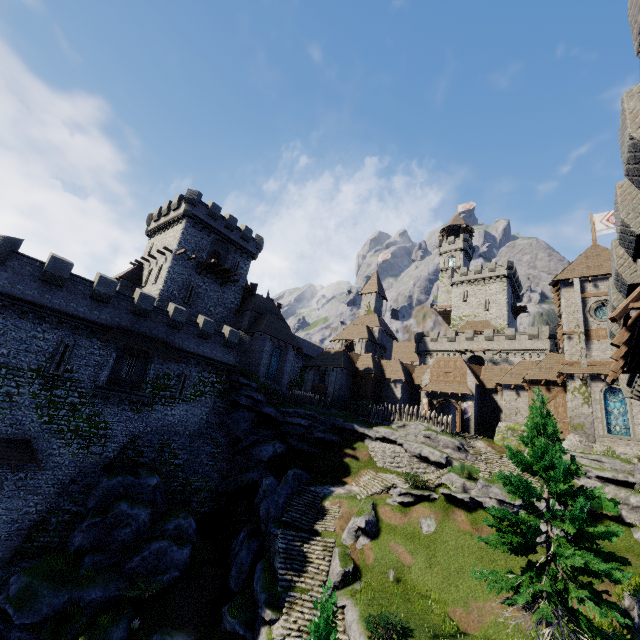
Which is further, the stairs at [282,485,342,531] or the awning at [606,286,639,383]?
the stairs at [282,485,342,531]

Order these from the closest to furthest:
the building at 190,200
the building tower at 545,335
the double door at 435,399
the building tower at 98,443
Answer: the building tower at 98,443 < the building at 190,200 < the double door at 435,399 < the building tower at 545,335

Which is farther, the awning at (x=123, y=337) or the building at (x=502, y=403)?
the building at (x=502, y=403)

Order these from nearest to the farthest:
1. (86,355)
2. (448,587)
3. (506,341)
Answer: (448,587)
(86,355)
(506,341)

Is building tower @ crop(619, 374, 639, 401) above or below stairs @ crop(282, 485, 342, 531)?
above

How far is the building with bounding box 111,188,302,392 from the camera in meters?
35.7 m

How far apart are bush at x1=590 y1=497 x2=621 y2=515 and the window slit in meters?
36.4

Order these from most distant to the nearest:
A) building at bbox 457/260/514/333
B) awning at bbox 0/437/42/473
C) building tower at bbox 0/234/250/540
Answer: building at bbox 457/260/514/333 → building tower at bbox 0/234/250/540 → awning at bbox 0/437/42/473
